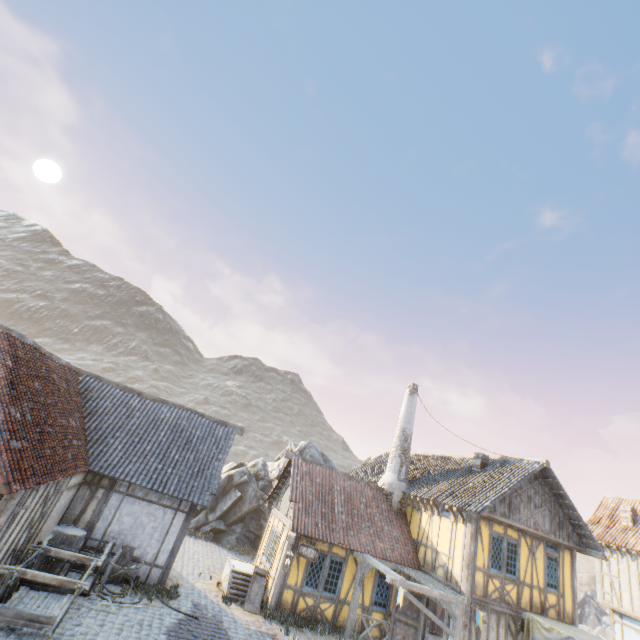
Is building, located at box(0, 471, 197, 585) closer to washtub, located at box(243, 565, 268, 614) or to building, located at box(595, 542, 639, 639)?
washtub, located at box(243, 565, 268, 614)

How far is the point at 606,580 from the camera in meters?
18.0 m

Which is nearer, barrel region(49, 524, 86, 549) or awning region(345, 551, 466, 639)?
barrel region(49, 524, 86, 549)

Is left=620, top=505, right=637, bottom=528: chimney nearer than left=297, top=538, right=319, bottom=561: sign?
No

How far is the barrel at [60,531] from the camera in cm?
991

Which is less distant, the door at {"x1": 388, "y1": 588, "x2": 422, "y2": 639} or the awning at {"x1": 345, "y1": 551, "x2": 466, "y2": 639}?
the awning at {"x1": 345, "y1": 551, "x2": 466, "y2": 639}

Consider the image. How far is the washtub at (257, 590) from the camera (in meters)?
12.24

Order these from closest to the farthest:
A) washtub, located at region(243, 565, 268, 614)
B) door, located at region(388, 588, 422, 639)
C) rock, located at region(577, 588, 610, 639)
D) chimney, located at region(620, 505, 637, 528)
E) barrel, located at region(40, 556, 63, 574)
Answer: barrel, located at region(40, 556, 63, 574), washtub, located at region(243, 565, 268, 614), door, located at region(388, 588, 422, 639), chimney, located at region(620, 505, 637, 528), rock, located at region(577, 588, 610, 639)
